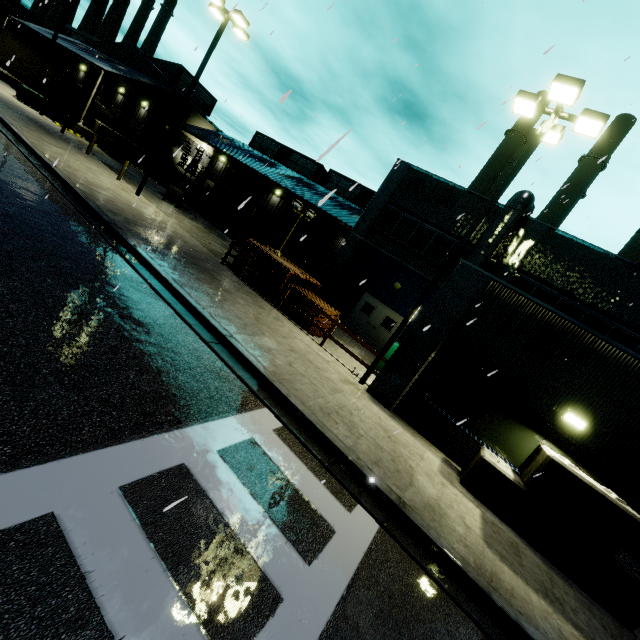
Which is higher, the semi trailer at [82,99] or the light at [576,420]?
the light at [576,420]

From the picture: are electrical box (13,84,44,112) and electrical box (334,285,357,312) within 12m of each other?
no

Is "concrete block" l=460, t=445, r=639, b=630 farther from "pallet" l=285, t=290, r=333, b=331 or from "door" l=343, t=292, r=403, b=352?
"pallet" l=285, t=290, r=333, b=331

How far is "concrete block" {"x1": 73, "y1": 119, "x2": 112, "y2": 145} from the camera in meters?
26.1 m

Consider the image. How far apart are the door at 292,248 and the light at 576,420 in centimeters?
2512cm

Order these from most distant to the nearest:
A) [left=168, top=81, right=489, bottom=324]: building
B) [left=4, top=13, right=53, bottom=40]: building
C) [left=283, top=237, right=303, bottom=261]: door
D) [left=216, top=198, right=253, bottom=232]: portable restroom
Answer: [left=4, top=13, right=53, bottom=40]: building → [left=283, top=237, right=303, bottom=261]: door → [left=216, top=198, right=253, bottom=232]: portable restroom → [left=168, top=81, right=489, bottom=324]: building

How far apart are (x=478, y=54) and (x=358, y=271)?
12.67m

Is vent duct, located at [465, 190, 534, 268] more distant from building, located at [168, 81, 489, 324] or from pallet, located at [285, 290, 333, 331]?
pallet, located at [285, 290, 333, 331]
